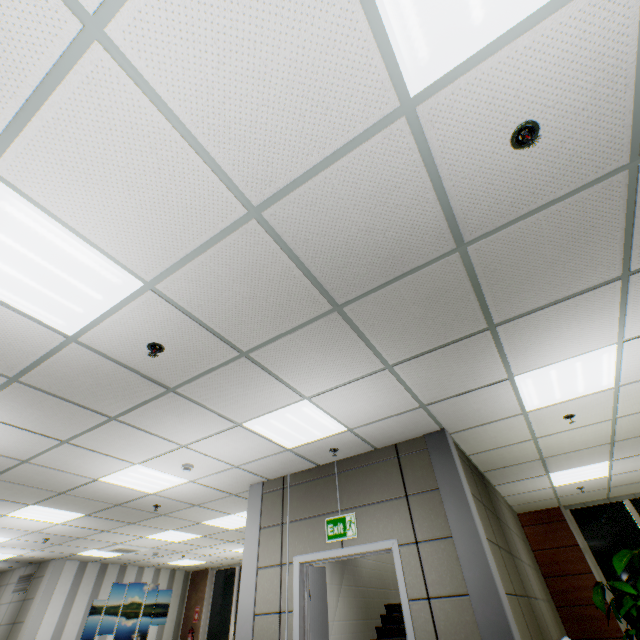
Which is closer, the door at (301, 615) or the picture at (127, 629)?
the door at (301, 615)

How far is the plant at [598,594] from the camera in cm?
589

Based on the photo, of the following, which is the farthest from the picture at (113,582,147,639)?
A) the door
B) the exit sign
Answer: the exit sign

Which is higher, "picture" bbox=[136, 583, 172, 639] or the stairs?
"picture" bbox=[136, 583, 172, 639]

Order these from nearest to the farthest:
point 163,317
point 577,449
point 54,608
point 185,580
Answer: point 163,317, point 577,449, point 54,608, point 185,580

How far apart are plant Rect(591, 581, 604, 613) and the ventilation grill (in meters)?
14.37

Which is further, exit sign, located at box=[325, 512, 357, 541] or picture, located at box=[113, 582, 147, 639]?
picture, located at box=[113, 582, 147, 639]

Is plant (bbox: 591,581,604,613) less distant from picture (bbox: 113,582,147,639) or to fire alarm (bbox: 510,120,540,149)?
fire alarm (bbox: 510,120,540,149)
